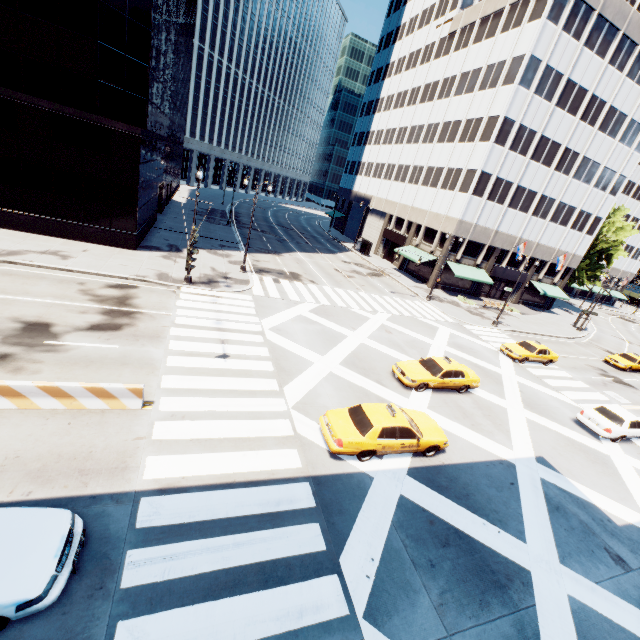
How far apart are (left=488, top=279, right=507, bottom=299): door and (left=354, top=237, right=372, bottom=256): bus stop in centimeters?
1818cm

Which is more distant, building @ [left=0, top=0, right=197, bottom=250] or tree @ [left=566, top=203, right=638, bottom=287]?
tree @ [left=566, top=203, right=638, bottom=287]

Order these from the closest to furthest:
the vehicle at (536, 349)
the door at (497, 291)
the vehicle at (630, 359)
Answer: the vehicle at (536, 349) < the vehicle at (630, 359) < the door at (497, 291)

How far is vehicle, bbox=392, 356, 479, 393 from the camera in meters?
16.8 m

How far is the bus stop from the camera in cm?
5050

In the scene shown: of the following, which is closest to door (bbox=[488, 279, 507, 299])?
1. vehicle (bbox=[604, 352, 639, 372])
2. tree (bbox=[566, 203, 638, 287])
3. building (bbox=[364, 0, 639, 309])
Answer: building (bbox=[364, 0, 639, 309])

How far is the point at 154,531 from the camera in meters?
7.7 m

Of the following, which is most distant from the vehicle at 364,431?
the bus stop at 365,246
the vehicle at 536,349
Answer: the bus stop at 365,246
